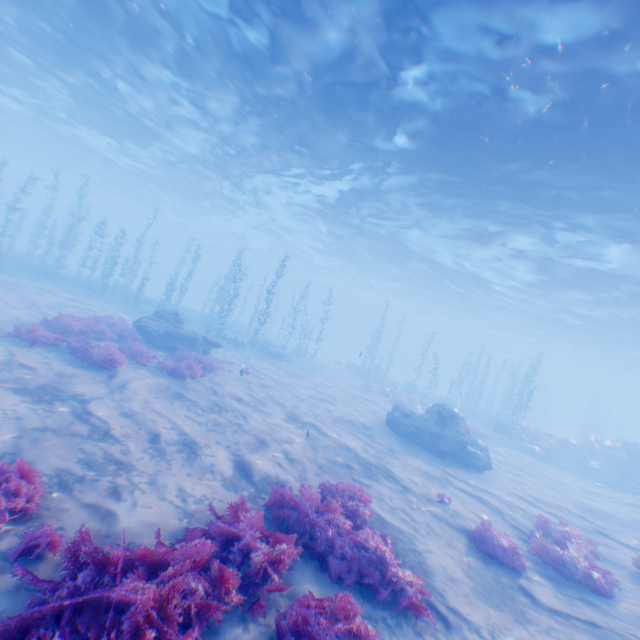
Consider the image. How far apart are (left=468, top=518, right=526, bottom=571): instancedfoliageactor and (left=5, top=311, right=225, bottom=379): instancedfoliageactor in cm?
1119

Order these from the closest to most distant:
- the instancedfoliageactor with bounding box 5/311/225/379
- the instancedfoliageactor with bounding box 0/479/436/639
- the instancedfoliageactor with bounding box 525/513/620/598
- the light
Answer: the instancedfoliageactor with bounding box 0/479/436/639 < the instancedfoliageactor with bounding box 525/513/620/598 < the light < the instancedfoliageactor with bounding box 5/311/225/379

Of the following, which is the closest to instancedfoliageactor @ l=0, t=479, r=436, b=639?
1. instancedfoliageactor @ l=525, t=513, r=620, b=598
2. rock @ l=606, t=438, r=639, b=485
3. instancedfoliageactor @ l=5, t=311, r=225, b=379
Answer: instancedfoliageactor @ l=525, t=513, r=620, b=598

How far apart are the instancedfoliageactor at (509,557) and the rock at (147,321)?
13.11m

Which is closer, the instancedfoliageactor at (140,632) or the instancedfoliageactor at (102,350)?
the instancedfoliageactor at (140,632)

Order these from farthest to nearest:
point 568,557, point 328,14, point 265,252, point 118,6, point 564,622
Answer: point 265,252
point 118,6
point 328,14
point 568,557
point 564,622

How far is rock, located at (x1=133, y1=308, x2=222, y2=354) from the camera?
15.4 meters

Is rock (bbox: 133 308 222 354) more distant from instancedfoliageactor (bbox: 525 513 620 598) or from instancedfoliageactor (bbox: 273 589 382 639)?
instancedfoliageactor (bbox: 525 513 620 598)
